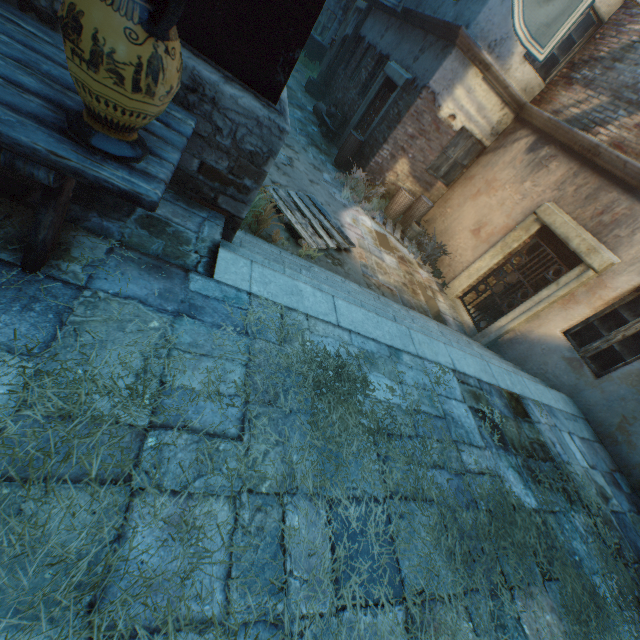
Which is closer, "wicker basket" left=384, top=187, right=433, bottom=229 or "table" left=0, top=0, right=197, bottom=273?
"table" left=0, top=0, right=197, bottom=273

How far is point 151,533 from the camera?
1.24m

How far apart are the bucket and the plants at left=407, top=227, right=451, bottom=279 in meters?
0.1

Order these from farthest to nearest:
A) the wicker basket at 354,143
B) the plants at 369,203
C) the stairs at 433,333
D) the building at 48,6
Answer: the wicker basket at 354,143 < the plants at 369,203 < the stairs at 433,333 < the building at 48,6

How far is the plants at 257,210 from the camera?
4.5 meters

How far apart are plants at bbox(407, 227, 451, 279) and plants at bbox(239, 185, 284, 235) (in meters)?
4.86

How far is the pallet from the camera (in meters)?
5.62

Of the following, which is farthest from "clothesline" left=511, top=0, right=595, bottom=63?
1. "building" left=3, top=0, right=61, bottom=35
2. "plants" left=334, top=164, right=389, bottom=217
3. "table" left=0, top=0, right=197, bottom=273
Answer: "table" left=0, top=0, right=197, bottom=273
